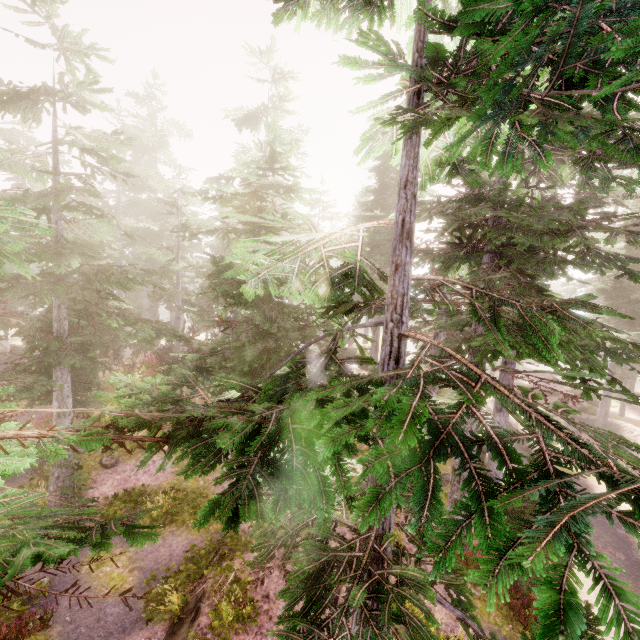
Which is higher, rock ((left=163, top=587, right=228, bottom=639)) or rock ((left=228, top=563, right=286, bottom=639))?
rock ((left=228, top=563, right=286, bottom=639))

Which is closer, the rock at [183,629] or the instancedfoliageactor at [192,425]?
the instancedfoliageactor at [192,425]

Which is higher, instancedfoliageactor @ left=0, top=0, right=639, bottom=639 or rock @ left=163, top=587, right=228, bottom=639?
instancedfoliageactor @ left=0, top=0, right=639, bottom=639

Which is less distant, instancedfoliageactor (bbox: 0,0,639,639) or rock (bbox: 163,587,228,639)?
instancedfoliageactor (bbox: 0,0,639,639)

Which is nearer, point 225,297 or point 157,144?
point 225,297
